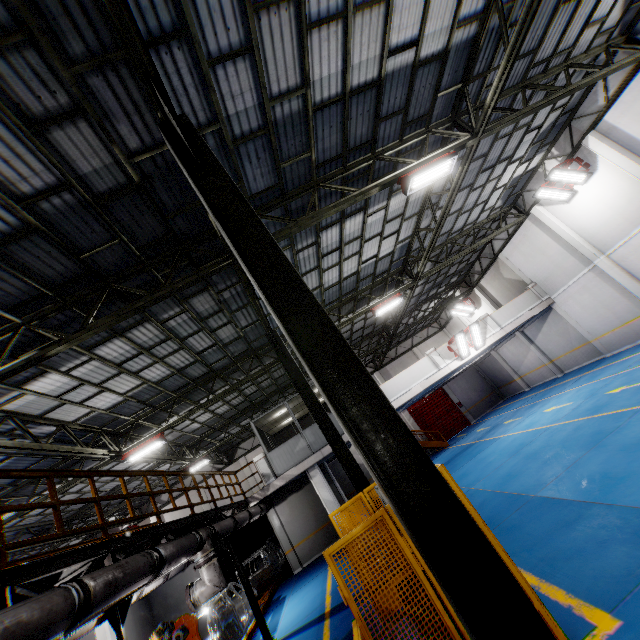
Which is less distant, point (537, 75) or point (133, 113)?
point (133, 113)

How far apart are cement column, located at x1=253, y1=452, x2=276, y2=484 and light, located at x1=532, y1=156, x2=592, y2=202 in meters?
18.1 m

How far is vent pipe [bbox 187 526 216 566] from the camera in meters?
7.9 m

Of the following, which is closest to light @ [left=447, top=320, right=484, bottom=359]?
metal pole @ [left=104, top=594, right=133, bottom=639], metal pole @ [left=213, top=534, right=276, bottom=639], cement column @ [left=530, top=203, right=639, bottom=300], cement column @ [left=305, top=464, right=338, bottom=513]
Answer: cement column @ [left=530, top=203, right=639, bottom=300]

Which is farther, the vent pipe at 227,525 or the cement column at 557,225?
the cement column at 557,225

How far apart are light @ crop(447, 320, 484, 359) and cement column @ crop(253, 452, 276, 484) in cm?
1106

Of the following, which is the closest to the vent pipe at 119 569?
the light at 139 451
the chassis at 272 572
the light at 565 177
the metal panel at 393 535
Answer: the chassis at 272 572
